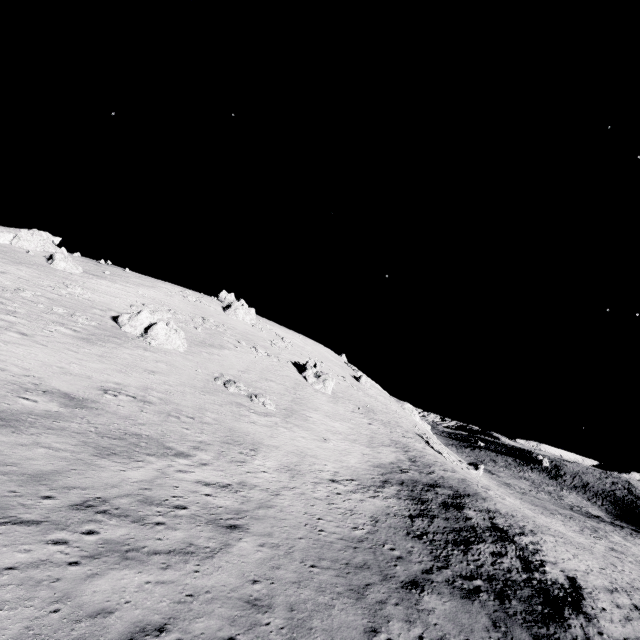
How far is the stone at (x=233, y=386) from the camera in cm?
3147

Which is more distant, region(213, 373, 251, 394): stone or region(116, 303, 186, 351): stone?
region(116, 303, 186, 351): stone

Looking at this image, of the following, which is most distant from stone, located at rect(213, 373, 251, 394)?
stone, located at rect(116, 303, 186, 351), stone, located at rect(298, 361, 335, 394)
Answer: stone, located at rect(298, 361, 335, 394)

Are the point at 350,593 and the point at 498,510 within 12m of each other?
no

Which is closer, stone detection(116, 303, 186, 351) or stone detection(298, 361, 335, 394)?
stone detection(116, 303, 186, 351)

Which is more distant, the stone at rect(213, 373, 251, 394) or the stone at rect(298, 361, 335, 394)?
the stone at rect(298, 361, 335, 394)

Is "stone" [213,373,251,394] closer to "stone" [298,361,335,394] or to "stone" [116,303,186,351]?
"stone" [116,303,186,351]

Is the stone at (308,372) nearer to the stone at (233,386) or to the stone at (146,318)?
the stone at (233,386)
